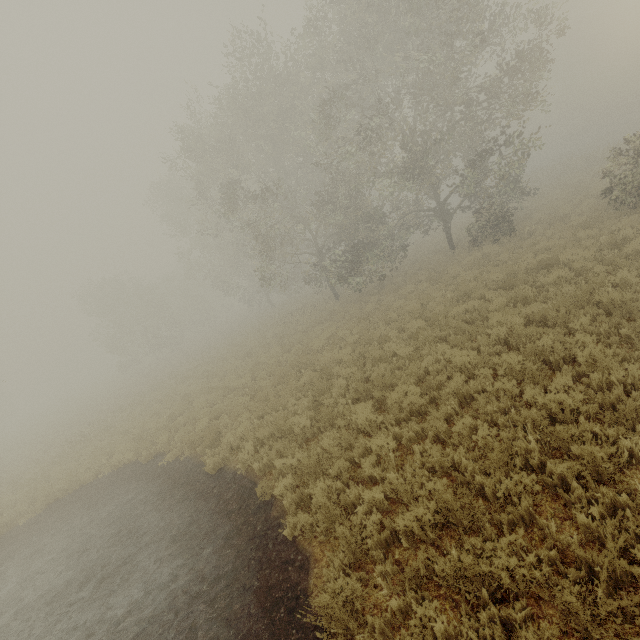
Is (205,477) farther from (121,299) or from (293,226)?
(121,299)
